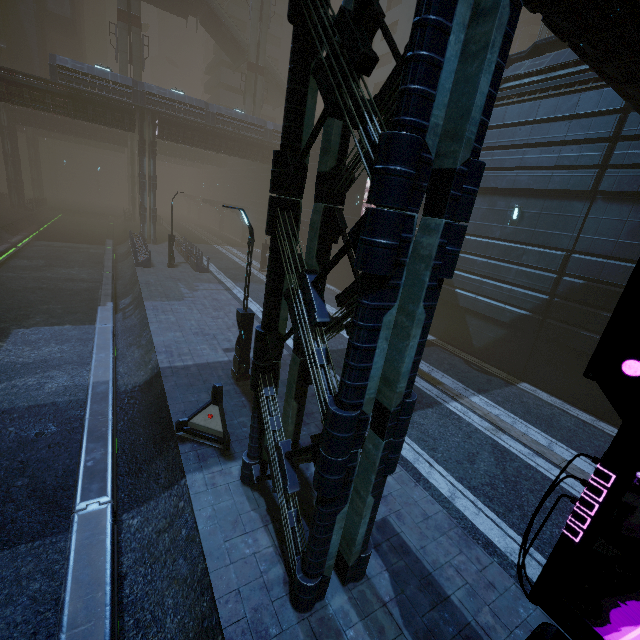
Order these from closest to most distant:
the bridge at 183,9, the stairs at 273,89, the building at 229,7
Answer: the bridge at 183,9 → the stairs at 273,89 → the building at 229,7

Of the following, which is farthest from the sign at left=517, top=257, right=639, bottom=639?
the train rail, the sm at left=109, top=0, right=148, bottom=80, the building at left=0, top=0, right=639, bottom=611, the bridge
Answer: the bridge

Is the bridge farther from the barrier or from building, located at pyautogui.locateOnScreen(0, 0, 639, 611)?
the barrier

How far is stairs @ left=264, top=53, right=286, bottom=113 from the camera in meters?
43.5 m

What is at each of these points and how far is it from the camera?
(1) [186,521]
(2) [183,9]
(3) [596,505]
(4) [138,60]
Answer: (1) train rail, 6.39m
(2) bridge, 38.75m
(3) sign, 2.52m
(4) sm, 35.03m

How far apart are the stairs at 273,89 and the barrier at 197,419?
49.7m

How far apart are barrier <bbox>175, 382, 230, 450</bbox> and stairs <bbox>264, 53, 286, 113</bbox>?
49.7m

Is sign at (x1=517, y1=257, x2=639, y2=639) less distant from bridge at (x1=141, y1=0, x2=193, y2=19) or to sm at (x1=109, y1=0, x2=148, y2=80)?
sm at (x1=109, y1=0, x2=148, y2=80)
